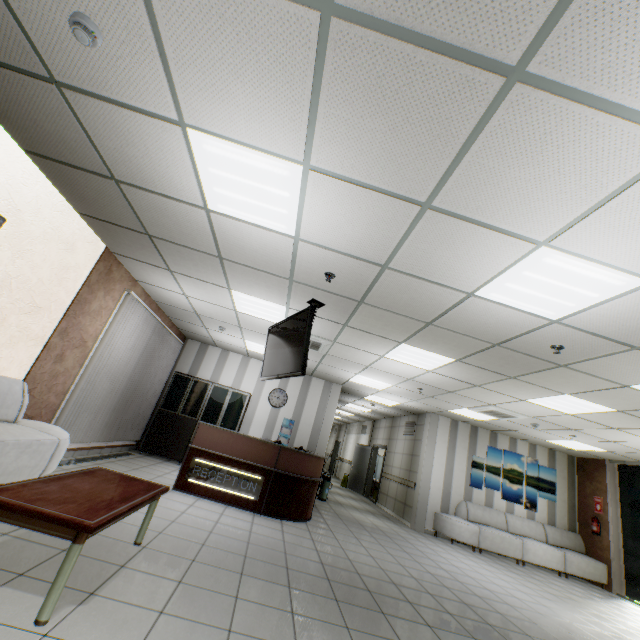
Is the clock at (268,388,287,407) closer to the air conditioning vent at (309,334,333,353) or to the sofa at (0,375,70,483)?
the air conditioning vent at (309,334,333,353)

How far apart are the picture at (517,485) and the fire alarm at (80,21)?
11.6 meters

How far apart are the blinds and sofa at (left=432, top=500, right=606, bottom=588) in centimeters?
834cm

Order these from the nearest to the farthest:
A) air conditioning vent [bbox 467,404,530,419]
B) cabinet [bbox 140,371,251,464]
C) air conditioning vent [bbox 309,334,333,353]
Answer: air conditioning vent [bbox 309,334,333,353] → air conditioning vent [bbox 467,404,530,419] → cabinet [bbox 140,371,251,464]

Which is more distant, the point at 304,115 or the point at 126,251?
the point at 126,251

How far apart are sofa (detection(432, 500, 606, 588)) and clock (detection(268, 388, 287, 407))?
5.3 meters

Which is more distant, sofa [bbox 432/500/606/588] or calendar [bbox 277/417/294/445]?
calendar [bbox 277/417/294/445]

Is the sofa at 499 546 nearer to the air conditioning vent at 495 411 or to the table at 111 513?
the air conditioning vent at 495 411
